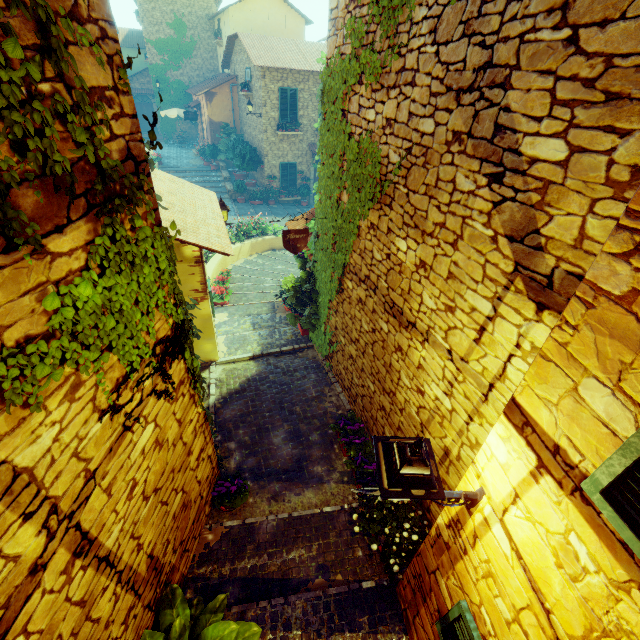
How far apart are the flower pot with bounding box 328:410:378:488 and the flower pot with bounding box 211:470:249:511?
1.63m

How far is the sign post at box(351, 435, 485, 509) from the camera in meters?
1.8 m

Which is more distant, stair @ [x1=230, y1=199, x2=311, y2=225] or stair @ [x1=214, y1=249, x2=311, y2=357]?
stair @ [x1=230, y1=199, x2=311, y2=225]

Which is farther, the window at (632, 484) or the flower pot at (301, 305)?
the flower pot at (301, 305)

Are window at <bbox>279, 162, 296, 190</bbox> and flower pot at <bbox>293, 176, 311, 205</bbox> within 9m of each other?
yes

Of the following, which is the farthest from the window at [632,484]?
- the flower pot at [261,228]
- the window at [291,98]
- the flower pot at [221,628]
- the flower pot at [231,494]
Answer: the window at [291,98]

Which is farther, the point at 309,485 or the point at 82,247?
the point at 309,485

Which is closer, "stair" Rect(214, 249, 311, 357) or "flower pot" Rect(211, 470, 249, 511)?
"flower pot" Rect(211, 470, 249, 511)
